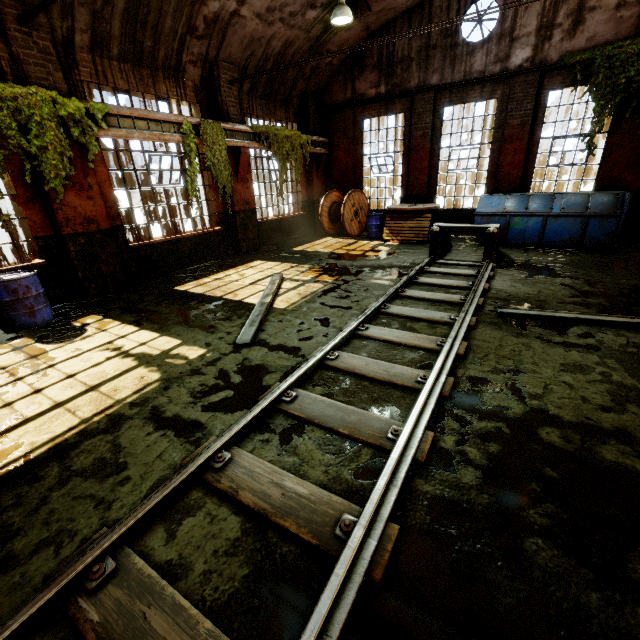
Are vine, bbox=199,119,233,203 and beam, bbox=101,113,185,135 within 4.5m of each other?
yes

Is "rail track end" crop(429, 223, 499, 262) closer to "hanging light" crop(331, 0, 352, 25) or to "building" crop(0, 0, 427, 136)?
"hanging light" crop(331, 0, 352, 25)

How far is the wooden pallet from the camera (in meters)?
11.42

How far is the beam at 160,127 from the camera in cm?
691

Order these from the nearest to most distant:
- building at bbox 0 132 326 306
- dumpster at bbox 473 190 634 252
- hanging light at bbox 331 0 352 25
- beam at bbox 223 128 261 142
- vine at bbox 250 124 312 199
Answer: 1. building at bbox 0 132 326 306
2. hanging light at bbox 331 0 352 25
3. dumpster at bbox 473 190 634 252
4. beam at bbox 223 128 261 142
5. vine at bbox 250 124 312 199

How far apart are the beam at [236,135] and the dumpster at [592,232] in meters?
7.4

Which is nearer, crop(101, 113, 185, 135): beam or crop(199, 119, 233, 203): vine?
crop(101, 113, 185, 135): beam

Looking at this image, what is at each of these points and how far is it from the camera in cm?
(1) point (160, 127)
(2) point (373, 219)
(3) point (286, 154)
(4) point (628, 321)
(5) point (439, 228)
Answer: (1) beam, 783
(2) barrel, 1259
(3) vine, 1157
(4) beam, 480
(5) rail track end, 865
